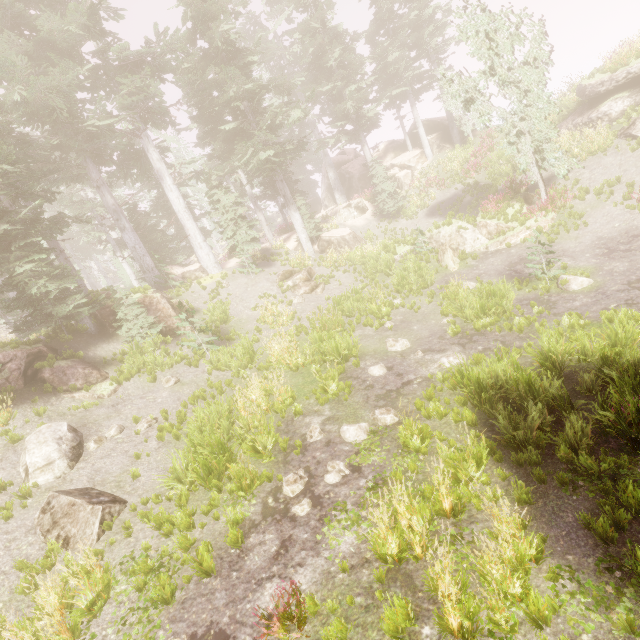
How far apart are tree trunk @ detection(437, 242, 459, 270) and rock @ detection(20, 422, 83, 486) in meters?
16.9 m

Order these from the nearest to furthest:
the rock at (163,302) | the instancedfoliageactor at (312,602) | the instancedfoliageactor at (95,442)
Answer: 1. the instancedfoliageactor at (312,602)
2. the instancedfoliageactor at (95,442)
3. the rock at (163,302)

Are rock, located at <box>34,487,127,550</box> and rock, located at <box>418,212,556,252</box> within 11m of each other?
no

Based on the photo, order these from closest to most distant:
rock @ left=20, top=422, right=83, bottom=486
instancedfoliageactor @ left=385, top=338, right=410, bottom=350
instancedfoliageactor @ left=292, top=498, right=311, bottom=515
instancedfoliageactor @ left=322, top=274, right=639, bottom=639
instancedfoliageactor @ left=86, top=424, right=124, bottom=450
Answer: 1. instancedfoliageactor @ left=322, top=274, right=639, bottom=639
2. instancedfoliageactor @ left=292, top=498, right=311, bottom=515
3. rock @ left=20, top=422, right=83, bottom=486
4. instancedfoliageactor @ left=86, top=424, right=124, bottom=450
5. instancedfoliageactor @ left=385, top=338, right=410, bottom=350

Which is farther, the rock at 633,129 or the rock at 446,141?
the rock at 446,141

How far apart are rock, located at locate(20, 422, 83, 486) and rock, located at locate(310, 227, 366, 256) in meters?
18.3 m

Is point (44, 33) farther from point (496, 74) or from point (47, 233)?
point (496, 74)

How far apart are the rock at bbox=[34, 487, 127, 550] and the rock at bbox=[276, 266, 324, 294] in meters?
13.3 m
